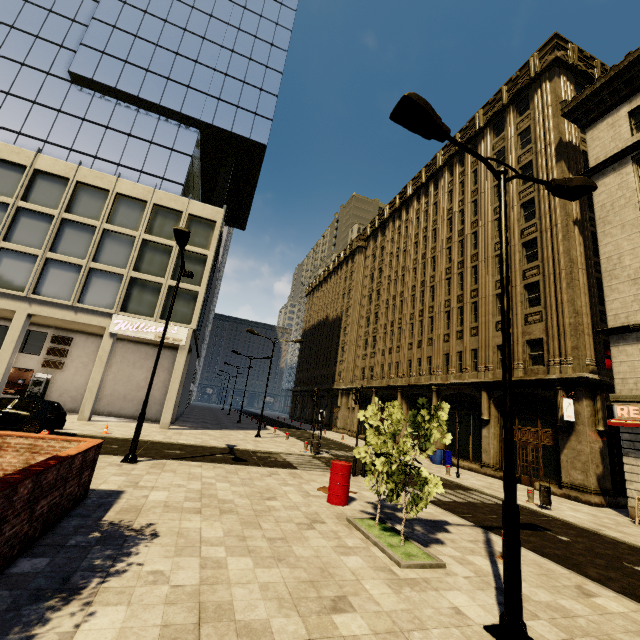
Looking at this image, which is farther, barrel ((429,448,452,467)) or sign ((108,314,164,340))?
barrel ((429,448,452,467))

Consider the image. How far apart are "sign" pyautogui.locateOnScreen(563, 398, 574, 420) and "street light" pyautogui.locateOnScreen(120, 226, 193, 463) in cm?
1863

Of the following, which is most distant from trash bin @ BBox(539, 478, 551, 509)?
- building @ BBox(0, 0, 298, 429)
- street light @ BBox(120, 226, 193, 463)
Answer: street light @ BBox(120, 226, 193, 463)

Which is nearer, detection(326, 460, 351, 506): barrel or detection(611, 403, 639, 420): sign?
detection(326, 460, 351, 506): barrel

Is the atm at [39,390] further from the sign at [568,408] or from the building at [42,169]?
the sign at [568,408]

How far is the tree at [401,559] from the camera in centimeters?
651cm

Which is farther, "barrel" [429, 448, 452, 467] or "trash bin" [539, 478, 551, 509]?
"barrel" [429, 448, 452, 467]

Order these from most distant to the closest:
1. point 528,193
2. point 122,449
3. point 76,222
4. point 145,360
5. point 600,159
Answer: point 145,360, point 76,222, point 528,193, point 600,159, point 122,449
